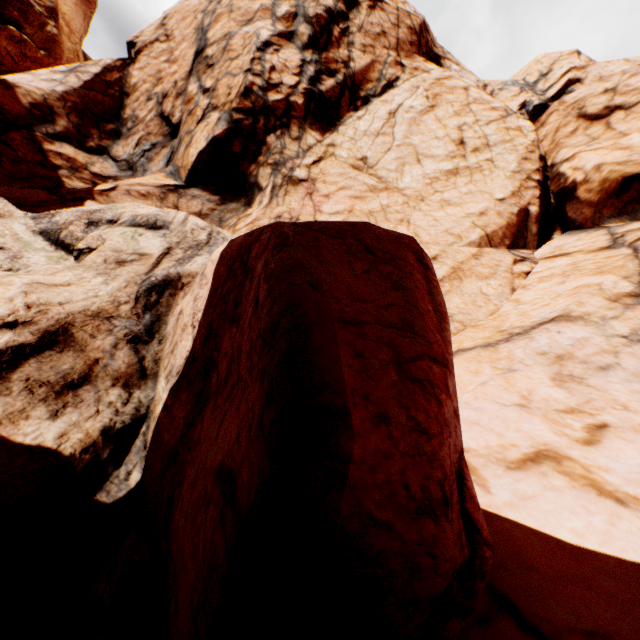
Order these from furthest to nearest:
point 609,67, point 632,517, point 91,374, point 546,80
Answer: point 546,80
point 609,67
point 91,374
point 632,517
